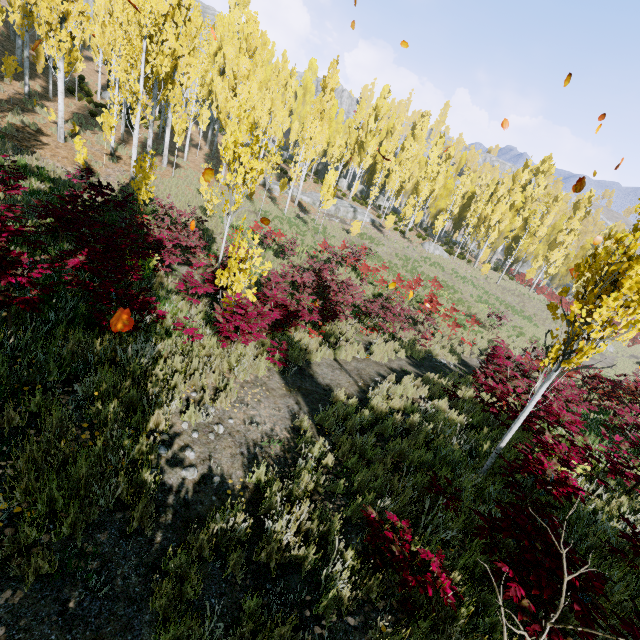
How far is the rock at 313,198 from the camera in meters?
33.2

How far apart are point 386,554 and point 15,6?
31.2 meters

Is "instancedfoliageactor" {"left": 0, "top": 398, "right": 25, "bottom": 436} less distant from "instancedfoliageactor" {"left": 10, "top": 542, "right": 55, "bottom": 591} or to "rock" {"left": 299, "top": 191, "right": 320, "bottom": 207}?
"instancedfoliageactor" {"left": 10, "top": 542, "right": 55, "bottom": 591}

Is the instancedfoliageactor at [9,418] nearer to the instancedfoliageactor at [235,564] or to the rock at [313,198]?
the instancedfoliageactor at [235,564]

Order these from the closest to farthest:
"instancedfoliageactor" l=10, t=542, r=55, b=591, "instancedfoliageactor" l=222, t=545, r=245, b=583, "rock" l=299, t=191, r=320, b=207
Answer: "instancedfoliageactor" l=10, t=542, r=55, b=591 < "instancedfoliageactor" l=222, t=545, r=245, b=583 < "rock" l=299, t=191, r=320, b=207

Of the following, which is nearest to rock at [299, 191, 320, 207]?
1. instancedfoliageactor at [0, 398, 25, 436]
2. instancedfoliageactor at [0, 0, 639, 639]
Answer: instancedfoliageactor at [0, 0, 639, 639]

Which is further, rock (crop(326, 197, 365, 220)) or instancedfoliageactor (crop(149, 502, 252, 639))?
rock (crop(326, 197, 365, 220))
